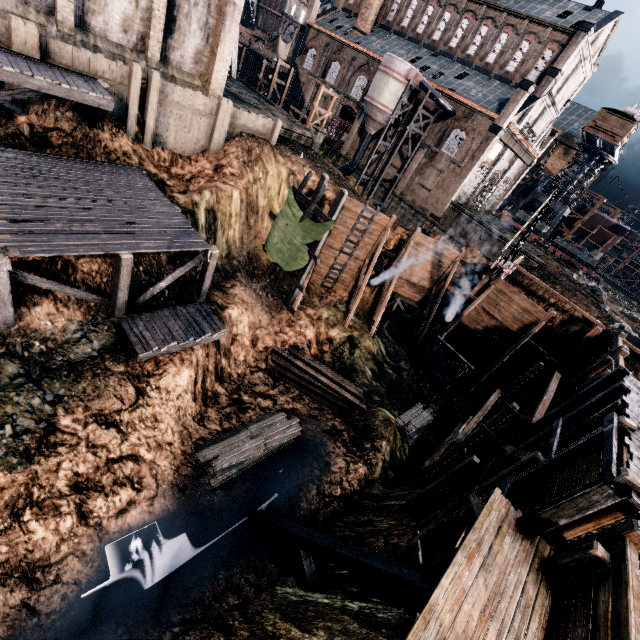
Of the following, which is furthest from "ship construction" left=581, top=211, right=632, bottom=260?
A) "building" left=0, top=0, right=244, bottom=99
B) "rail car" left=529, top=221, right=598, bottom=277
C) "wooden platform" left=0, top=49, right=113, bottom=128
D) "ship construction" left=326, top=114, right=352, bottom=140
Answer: "wooden platform" left=0, top=49, right=113, bottom=128

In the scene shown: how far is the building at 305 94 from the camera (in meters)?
52.31

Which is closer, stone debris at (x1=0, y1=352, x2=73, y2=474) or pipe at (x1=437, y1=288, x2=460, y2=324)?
stone debris at (x1=0, y1=352, x2=73, y2=474)

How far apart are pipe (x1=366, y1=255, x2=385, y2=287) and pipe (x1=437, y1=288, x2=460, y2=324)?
5.8 meters

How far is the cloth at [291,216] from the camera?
22.59m

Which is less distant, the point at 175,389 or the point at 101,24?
the point at 175,389

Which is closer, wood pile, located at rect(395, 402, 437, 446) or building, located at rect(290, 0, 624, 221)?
wood pile, located at rect(395, 402, 437, 446)

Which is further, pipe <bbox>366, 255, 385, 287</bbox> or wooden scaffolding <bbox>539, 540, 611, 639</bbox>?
pipe <bbox>366, 255, 385, 287</bbox>
